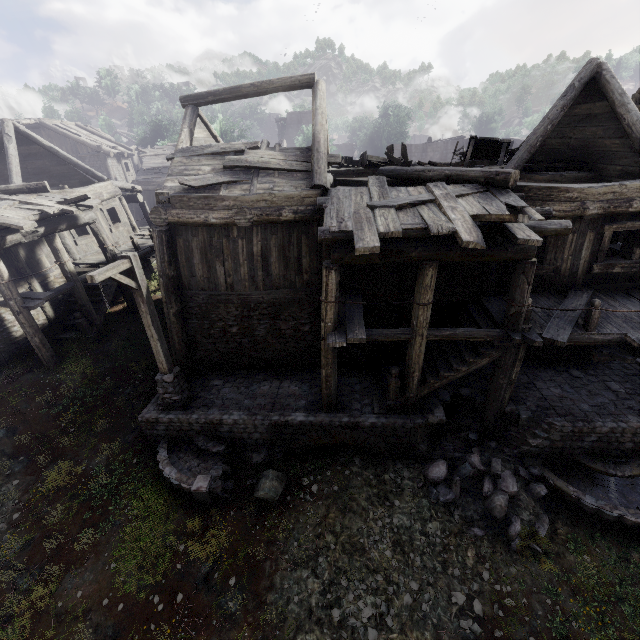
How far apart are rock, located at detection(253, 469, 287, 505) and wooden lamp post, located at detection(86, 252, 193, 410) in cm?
295

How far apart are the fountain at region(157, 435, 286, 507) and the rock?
0.32m

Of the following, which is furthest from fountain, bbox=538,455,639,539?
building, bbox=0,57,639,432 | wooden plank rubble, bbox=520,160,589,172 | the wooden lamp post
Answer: the wooden lamp post

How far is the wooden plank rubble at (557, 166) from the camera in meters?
10.8 m

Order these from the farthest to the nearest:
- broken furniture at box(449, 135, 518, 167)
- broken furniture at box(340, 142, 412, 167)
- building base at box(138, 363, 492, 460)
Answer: broken furniture at box(340, 142, 412, 167)
broken furniture at box(449, 135, 518, 167)
building base at box(138, 363, 492, 460)

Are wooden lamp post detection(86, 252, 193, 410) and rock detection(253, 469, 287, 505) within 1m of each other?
no

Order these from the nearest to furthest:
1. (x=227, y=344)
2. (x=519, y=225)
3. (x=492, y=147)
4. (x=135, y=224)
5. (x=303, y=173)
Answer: (x=519, y=225) < (x=303, y=173) < (x=227, y=344) < (x=492, y=147) < (x=135, y=224)

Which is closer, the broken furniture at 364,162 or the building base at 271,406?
the building base at 271,406
